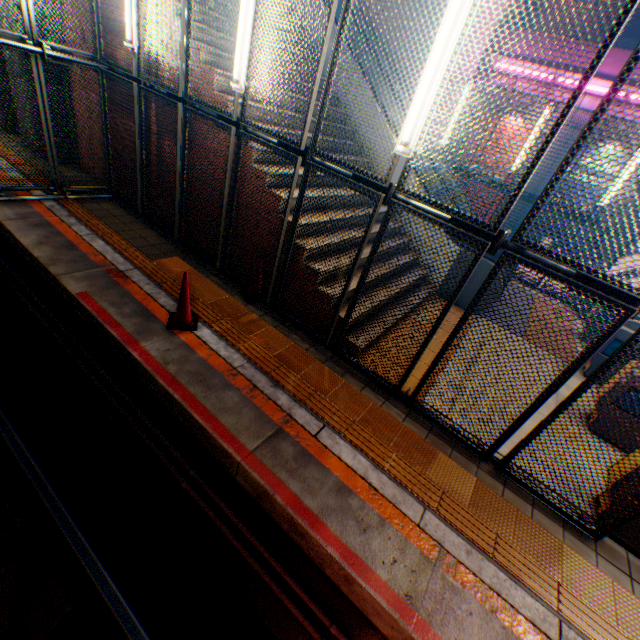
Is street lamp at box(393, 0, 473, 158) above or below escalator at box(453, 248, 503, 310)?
above

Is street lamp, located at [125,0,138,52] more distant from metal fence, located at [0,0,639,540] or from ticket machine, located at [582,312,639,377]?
ticket machine, located at [582,312,639,377]

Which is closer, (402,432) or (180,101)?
(402,432)

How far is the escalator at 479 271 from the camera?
7.2 meters

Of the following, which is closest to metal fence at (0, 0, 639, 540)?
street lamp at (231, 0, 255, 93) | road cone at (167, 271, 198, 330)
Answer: street lamp at (231, 0, 255, 93)

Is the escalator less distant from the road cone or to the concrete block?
the road cone

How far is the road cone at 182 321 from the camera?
4.3 meters

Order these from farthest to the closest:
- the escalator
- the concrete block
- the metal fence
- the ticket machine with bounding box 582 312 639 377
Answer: the concrete block → the escalator → the ticket machine with bounding box 582 312 639 377 → the metal fence
